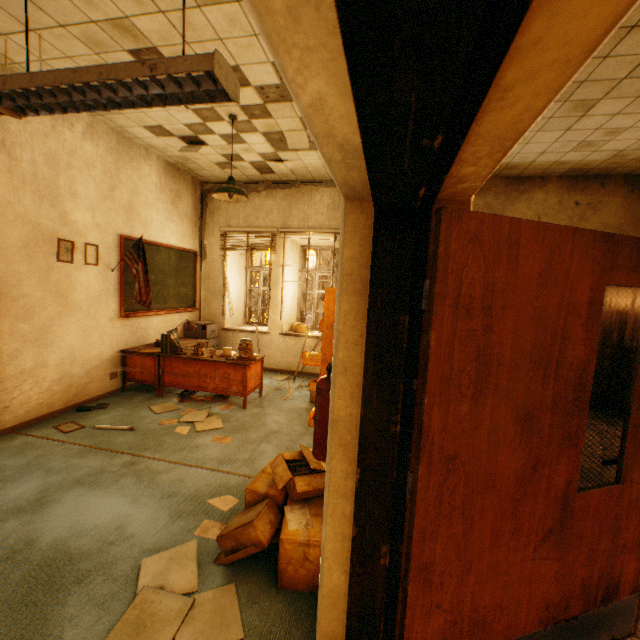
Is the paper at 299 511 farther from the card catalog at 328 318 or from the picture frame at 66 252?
the picture frame at 66 252

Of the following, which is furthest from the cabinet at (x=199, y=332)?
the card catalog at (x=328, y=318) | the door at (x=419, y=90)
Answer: the door at (x=419, y=90)

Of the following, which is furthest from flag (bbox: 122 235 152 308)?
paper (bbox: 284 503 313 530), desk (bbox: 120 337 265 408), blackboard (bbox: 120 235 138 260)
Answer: paper (bbox: 284 503 313 530)

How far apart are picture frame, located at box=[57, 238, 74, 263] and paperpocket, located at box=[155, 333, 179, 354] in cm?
147

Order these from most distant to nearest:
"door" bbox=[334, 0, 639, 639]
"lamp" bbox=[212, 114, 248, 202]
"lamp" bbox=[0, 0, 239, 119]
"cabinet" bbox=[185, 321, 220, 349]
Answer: "cabinet" bbox=[185, 321, 220, 349]
"lamp" bbox=[212, 114, 248, 202]
"lamp" bbox=[0, 0, 239, 119]
"door" bbox=[334, 0, 639, 639]

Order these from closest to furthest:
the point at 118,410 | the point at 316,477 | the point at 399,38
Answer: the point at 399,38 → the point at 316,477 → the point at 118,410

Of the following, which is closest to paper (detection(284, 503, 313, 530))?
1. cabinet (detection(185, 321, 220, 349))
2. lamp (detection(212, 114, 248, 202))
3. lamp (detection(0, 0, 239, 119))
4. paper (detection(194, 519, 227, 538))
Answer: Result: paper (detection(194, 519, 227, 538))

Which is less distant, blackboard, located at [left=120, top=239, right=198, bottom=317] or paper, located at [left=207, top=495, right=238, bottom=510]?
paper, located at [left=207, top=495, right=238, bottom=510]
